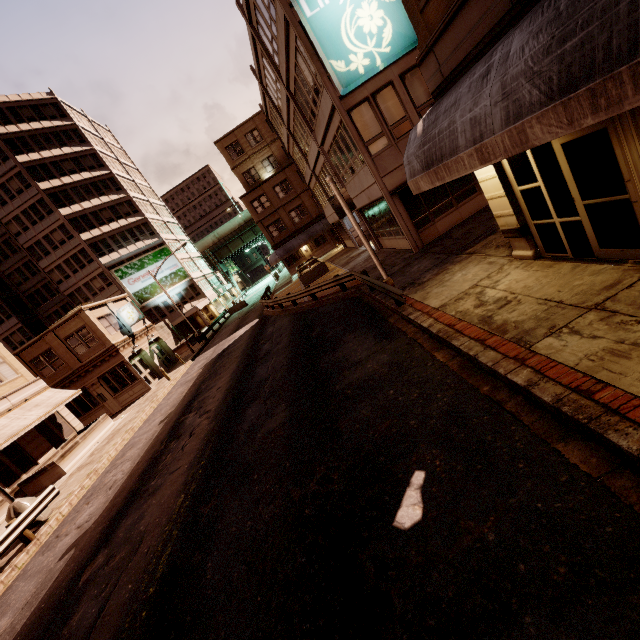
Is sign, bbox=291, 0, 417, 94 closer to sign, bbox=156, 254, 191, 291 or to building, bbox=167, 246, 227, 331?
building, bbox=167, 246, 227, 331

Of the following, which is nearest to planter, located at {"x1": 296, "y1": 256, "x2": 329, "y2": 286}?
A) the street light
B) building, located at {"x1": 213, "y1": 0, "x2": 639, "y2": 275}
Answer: building, located at {"x1": 213, "y1": 0, "x2": 639, "y2": 275}

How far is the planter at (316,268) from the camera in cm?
2662

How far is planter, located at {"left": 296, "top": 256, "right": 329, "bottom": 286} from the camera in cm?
2662

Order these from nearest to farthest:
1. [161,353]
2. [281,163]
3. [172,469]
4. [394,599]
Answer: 1. [394,599]
2. [172,469]
3. [161,353]
4. [281,163]

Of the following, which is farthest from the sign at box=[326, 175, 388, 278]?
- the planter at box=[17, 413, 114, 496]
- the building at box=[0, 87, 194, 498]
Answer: the building at box=[0, 87, 194, 498]

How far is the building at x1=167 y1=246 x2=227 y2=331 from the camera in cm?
4919

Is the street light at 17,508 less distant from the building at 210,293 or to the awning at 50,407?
the awning at 50,407
